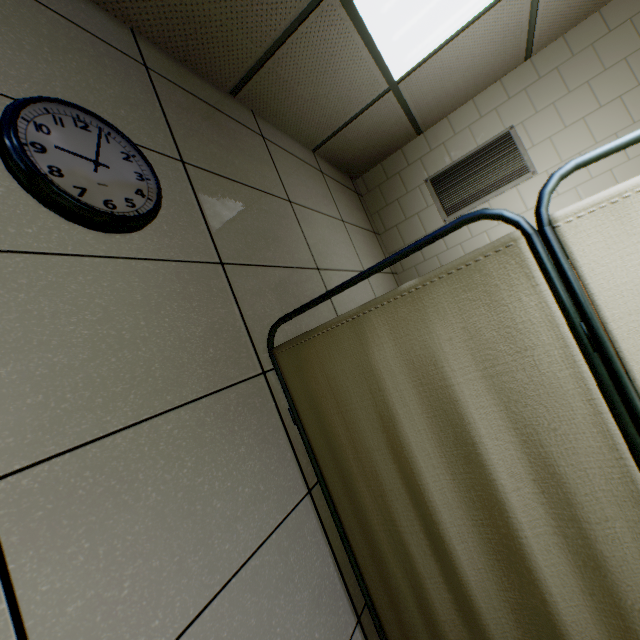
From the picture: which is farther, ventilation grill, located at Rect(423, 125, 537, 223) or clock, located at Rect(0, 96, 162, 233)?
ventilation grill, located at Rect(423, 125, 537, 223)

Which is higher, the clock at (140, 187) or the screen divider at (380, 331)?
the clock at (140, 187)

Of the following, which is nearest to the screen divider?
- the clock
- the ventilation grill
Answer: the clock

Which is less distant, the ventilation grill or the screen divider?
the screen divider

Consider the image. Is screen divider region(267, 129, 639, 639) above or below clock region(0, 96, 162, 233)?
below

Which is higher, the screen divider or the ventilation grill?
the ventilation grill

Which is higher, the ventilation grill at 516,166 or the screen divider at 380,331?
the ventilation grill at 516,166

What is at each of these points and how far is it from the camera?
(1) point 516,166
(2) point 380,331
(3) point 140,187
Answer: (1) ventilation grill, 3.0m
(2) screen divider, 0.9m
(3) clock, 1.1m
